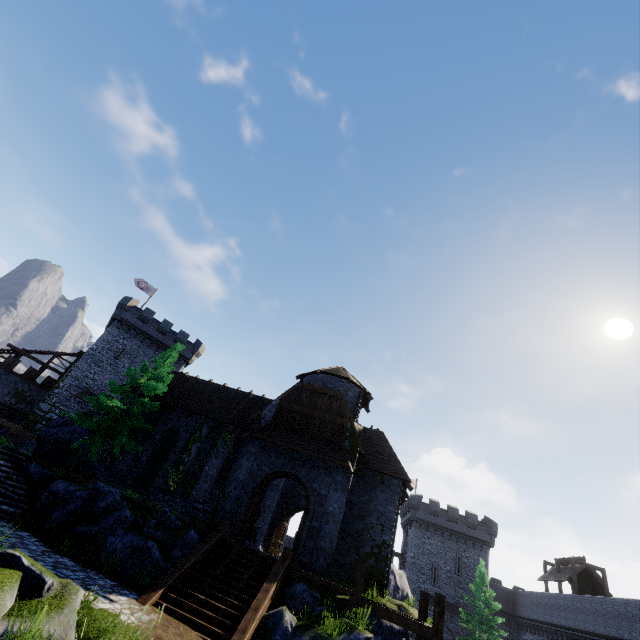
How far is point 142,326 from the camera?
40.19m

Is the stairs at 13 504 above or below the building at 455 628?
below

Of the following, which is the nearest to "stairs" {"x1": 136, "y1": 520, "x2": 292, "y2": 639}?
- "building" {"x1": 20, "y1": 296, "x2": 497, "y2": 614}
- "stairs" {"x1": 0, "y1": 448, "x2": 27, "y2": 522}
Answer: "building" {"x1": 20, "y1": 296, "x2": 497, "y2": 614}

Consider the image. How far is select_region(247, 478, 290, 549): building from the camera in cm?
2272

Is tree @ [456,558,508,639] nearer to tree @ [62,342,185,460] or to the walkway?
the walkway

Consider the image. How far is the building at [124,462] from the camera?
20.6m

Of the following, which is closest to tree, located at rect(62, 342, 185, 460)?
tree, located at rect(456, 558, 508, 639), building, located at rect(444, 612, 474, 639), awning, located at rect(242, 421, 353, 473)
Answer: awning, located at rect(242, 421, 353, 473)

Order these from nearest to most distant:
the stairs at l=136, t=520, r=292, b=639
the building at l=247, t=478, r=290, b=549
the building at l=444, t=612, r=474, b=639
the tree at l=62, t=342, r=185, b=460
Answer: the stairs at l=136, t=520, r=292, b=639, the tree at l=62, t=342, r=185, b=460, the building at l=247, t=478, r=290, b=549, the building at l=444, t=612, r=474, b=639
